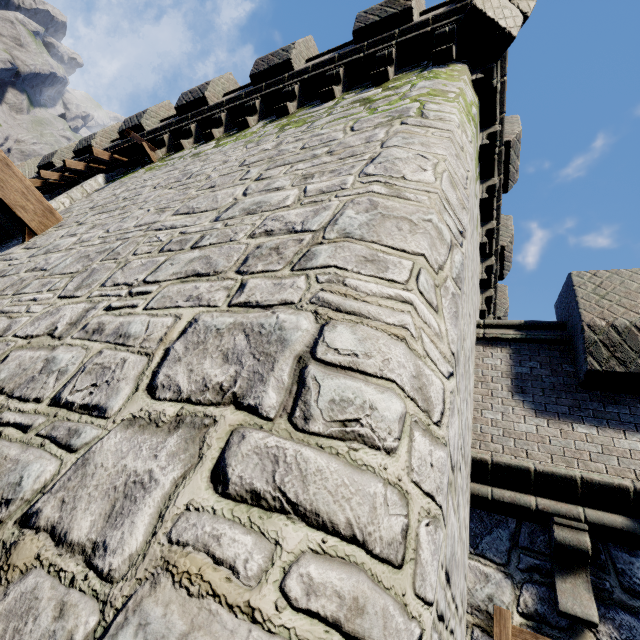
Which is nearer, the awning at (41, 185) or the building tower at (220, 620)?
the building tower at (220, 620)

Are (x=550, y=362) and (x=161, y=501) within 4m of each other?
no

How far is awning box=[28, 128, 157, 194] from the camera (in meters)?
7.58

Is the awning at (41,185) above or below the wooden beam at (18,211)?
above

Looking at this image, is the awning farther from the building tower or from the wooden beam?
the wooden beam

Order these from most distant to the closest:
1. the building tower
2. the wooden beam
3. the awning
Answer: the awning → the wooden beam → the building tower

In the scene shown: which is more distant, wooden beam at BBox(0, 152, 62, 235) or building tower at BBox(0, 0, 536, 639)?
wooden beam at BBox(0, 152, 62, 235)

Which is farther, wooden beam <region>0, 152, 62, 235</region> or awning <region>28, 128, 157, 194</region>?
awning <region>28, 128, 157, 194</region>
